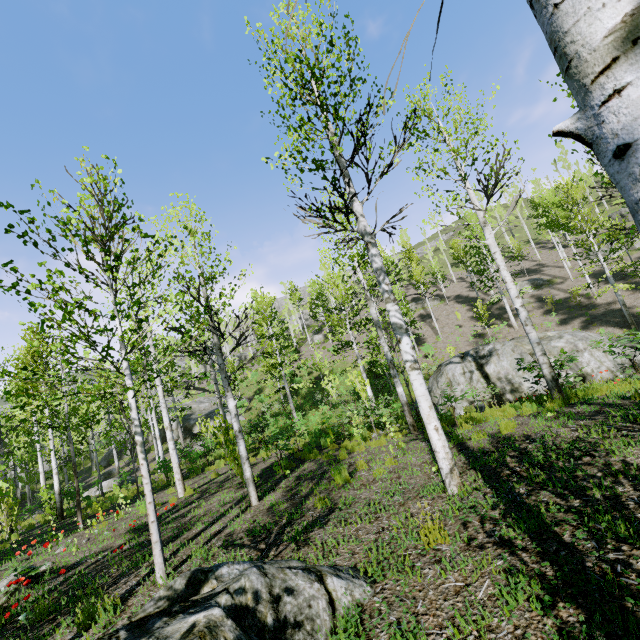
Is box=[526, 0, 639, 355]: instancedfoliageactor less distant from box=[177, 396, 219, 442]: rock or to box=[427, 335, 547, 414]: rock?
box=[177, 396, 219, 442]: rock

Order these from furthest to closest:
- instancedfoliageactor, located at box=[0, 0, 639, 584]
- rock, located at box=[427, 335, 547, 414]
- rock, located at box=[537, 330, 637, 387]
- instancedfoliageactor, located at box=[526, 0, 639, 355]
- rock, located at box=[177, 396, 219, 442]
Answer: rock, located at box=[177, 396, 219, 442] → rock, located at box=[427, 335, 547, 414] → rock, located at box=[537, 330, 637, 387] → instancedfoliageactor, located at box=[0, 0, 639, 584] → instancedfoliageactor, located at box=[526, 0, 639, 355]

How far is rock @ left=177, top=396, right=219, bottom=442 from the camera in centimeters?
3079cm

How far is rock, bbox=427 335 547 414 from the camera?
13.48m

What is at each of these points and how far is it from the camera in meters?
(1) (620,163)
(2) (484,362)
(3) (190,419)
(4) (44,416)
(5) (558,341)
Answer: (1) instancedfoliageactor, 0.8
(2) rock, 14.8
(3) rock, 34.0
(4) instancedfoliageactor, 10.8
(5) rock, 13.7

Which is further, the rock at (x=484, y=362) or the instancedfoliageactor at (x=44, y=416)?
the rock at (x=484, y=362)

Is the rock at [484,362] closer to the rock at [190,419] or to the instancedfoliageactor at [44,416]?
the instancedfoliageactor at [44,416]
